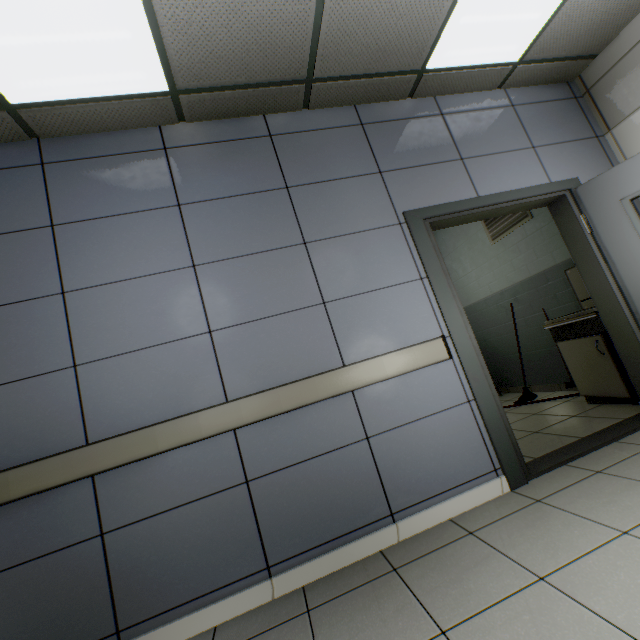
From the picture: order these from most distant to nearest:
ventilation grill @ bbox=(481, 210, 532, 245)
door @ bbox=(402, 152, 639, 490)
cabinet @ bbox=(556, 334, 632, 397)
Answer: ventilation grill @ bbox=(481, 210, 532, 245) → cabinet @ bbox=(556, 334, 632, 397) → door @ bbox=(402, 152, 639, 490)

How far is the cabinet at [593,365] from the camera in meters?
3.1

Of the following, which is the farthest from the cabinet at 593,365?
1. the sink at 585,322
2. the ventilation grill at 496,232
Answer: the ventilation grill at 496,232

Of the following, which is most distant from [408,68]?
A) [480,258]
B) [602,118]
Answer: [480,258]

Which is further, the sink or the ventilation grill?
the ventilation grill

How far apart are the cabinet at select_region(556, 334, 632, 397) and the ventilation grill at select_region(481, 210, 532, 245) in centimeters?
167cm

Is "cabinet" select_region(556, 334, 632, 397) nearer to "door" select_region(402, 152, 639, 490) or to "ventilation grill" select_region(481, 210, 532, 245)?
"door" select_region(402, 152, 639, 490)

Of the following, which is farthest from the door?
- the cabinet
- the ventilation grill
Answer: the ventilation grill
